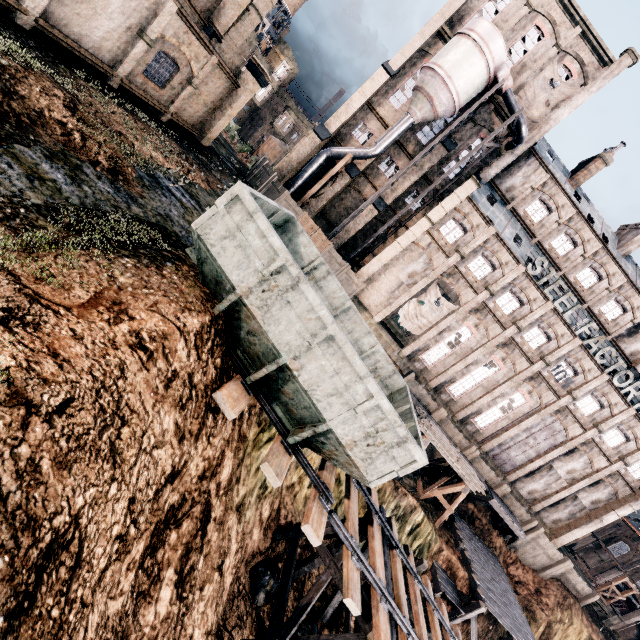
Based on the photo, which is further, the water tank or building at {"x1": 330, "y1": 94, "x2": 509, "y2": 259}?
the water tank

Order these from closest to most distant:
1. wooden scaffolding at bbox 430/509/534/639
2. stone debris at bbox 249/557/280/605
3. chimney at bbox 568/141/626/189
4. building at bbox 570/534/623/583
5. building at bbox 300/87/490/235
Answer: stone debris at bbox 249/557/280/605
wooden scaffolding at bbox 430/509/534/639
building at bbox 300/87/490/235
chimney at bbox 568/141/626/189
building at bbox 570/534/623/583

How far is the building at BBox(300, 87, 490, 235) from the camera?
32.81m

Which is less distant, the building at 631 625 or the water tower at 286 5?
the building at 631 625

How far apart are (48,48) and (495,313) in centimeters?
3509cm

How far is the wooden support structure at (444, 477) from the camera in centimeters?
2498cm

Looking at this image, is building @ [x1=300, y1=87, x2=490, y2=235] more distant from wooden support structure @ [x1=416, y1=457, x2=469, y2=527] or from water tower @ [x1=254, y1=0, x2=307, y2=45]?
water tower @ [x1=254, y1=0, x2=307, y2=45]

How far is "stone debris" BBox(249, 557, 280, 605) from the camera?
13.40m
